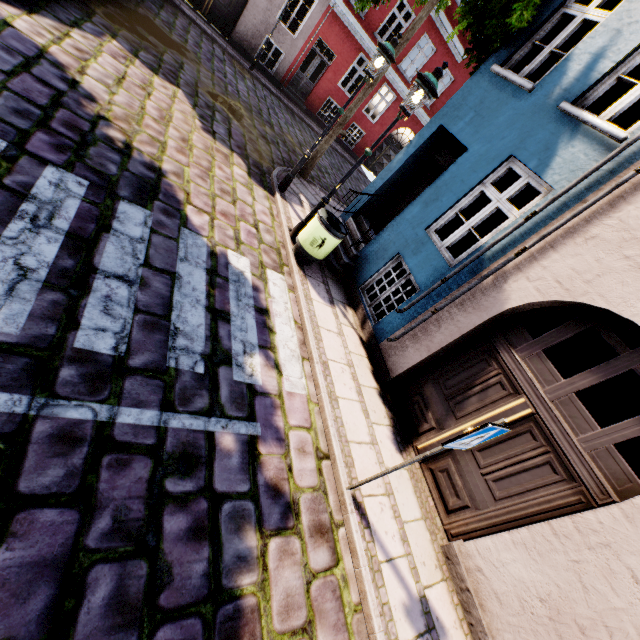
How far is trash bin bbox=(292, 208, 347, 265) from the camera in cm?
600

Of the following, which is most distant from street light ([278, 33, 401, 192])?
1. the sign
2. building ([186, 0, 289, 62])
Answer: the sign

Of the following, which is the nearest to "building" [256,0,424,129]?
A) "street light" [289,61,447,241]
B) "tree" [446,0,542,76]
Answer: "tree" [446,0,542,76]

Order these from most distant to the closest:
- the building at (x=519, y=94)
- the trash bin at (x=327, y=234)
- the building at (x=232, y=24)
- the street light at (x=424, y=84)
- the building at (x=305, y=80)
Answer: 1. the building at (x=305, y=80)
2. the building at (x=232, y=24)
3. the trash bin at (x=327, y=234)
4. the street light at (x=424, y=84)
5. the building at (x=519, y=94)

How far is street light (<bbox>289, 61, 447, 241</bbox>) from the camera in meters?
5.0

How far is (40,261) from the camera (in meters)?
3.04

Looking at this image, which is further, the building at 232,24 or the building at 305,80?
the building at 305,80
